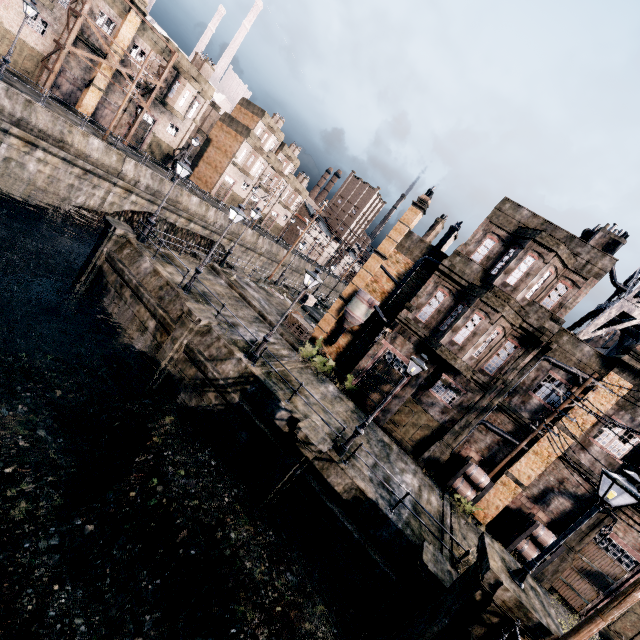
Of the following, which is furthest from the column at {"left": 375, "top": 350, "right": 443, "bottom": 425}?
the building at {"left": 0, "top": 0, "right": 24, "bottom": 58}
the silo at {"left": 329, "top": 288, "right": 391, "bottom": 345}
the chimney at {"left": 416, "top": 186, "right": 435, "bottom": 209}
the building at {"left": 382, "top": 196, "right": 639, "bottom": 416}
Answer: the building at {"left": 0, "top": 0, "right": 24, "bottom": 58}

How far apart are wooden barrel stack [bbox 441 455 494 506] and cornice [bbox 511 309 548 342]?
7.8m

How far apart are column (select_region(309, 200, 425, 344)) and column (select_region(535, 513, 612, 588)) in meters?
19.0 m

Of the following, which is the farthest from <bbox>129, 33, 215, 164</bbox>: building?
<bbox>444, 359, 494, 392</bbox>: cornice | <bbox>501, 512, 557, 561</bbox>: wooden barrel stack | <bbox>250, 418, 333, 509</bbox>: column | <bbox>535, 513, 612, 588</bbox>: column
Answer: <bbox>535, 513, 612, 588</bbox>: column

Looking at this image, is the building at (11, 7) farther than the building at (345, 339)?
Yes

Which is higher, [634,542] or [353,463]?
[634,542]

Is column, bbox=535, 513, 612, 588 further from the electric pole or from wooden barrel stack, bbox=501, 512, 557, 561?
the electric pole

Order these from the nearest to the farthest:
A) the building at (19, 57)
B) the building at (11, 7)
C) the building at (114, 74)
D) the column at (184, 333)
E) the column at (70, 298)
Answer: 1. the column at (184, 333)
2. the column at (70, 298)
3. the building at (11, 7)
4. the building at (19, 57)
5. the building at (114, 74)
